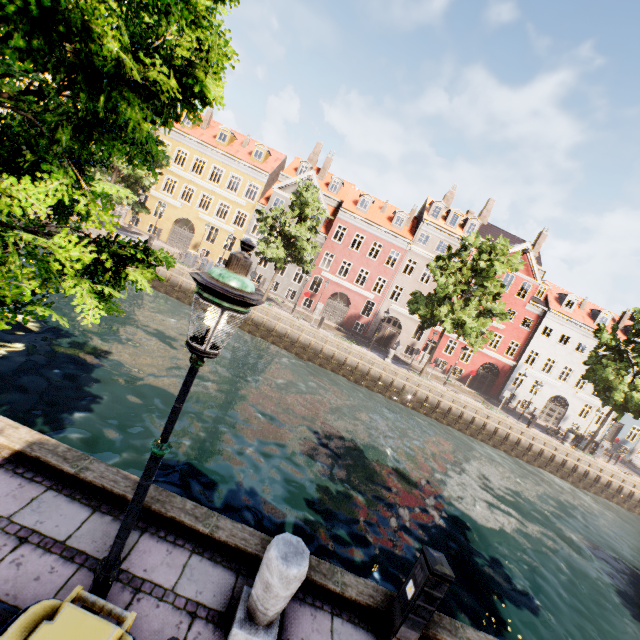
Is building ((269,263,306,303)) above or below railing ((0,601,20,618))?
above

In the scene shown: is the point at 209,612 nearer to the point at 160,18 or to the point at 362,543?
the point at 160,18

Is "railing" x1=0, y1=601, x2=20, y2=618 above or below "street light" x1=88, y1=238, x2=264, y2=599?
below

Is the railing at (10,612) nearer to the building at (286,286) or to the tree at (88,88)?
the tree at (88,88)

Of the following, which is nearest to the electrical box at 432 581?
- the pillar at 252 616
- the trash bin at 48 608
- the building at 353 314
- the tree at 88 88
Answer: the pillar at 252 616

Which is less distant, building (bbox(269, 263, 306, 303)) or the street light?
the street light

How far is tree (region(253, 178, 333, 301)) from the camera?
22.7m

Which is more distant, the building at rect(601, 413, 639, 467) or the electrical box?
the building at rect(601, 413, 639, 467)
